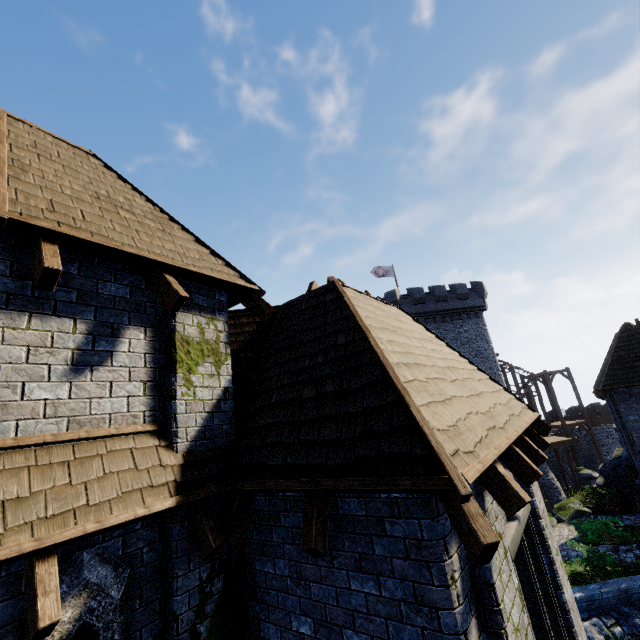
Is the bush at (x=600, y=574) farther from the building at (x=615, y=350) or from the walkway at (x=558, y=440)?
the walkway at (x=558, y=440)

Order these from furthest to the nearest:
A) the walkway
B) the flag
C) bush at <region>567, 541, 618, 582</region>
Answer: the flag → the walkway → bush at <region>567, 541, 618, 582</region>

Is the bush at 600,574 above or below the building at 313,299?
below

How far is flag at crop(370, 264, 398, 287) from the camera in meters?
36.5 m

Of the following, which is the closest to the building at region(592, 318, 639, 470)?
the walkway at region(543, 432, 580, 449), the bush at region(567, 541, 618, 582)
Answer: the walkway at region(543, 432, 580, 449)

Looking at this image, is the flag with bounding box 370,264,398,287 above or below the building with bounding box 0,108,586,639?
above

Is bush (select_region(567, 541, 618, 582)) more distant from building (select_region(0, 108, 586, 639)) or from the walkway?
the walkway

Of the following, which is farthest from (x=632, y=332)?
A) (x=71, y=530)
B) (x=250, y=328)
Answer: (x=71, y=530)
